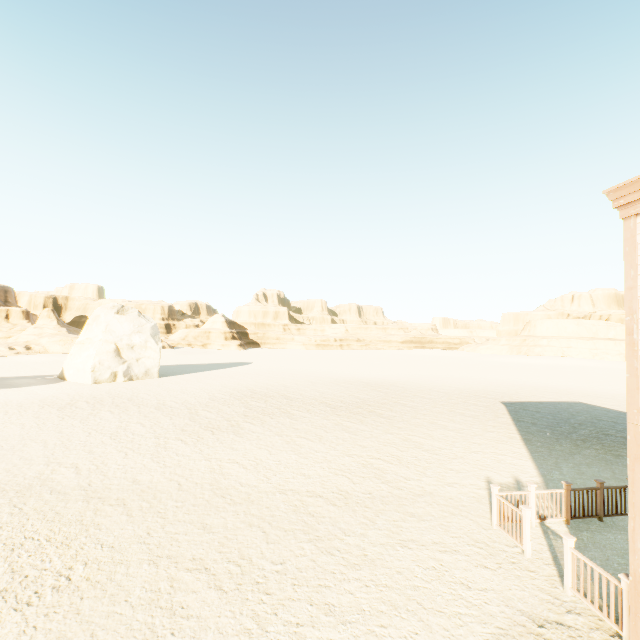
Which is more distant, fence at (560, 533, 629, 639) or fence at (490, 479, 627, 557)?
fence at (490, 479, 627, 557)

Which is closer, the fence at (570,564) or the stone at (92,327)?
the fence at (570,564)

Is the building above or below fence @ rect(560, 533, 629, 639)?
above

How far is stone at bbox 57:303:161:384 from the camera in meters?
27.8

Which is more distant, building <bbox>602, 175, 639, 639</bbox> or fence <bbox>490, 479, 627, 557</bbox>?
fence <bbox>490, 479, 627, 557</bbox>

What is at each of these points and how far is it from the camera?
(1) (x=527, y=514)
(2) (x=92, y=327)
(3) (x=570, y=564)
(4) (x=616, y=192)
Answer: (1) fence, 6.9m
(2) stone, 29.8m
(3) fence, 5.9m
(4) building, 5.1m

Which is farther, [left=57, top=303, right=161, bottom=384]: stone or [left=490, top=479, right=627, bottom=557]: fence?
[left=57, top=303, right=161, bottom=384]: stone

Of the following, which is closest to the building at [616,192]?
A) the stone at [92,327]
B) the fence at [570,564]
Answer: the fence at [570,564]
